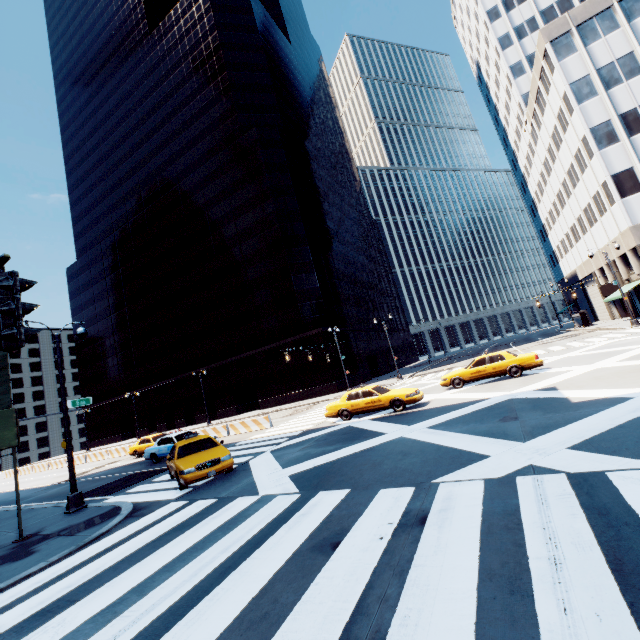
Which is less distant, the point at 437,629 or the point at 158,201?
the point at 437,629

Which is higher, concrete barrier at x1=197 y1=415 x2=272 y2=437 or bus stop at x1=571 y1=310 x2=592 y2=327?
bus stop at x1=571 y1=310 x2=592 y2=327

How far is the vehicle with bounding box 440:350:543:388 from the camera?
16.7m

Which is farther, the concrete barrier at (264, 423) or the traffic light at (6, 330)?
the concrete barrier at (264, 423)

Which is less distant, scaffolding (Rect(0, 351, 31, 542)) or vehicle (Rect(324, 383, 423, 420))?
scaffolding (Rect(0, 351, 31, 542))

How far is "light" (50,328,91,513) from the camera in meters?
12.0

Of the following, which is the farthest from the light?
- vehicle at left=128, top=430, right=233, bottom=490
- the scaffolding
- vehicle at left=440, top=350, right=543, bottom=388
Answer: vehicle at left=440, top=350, right=543, bottom=388

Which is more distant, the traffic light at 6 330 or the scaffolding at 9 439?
the scaffolding at 9 439
